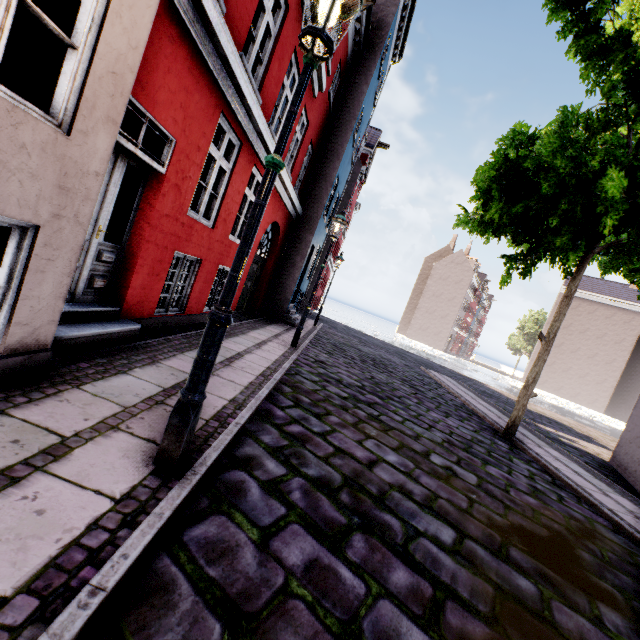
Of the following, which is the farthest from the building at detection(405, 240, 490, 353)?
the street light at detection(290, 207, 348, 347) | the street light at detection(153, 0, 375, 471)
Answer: the street light at detection(290, 207, 348, 347)

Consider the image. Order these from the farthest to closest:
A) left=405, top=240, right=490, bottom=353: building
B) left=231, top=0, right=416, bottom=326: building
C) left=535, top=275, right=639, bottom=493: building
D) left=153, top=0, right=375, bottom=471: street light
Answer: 1. left=405, top=240, right=490, bottom=353: building
2. left=231, top=0, right=416, bottom=326: building
3. left=535, top=275, right=639, bottom=493: building
4. left=153, top=0, right=375, bottom=471: street light

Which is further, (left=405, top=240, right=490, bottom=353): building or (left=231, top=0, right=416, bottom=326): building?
(left=405, top=240, right=490, bottom=353): building

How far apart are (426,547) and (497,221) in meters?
6.2 m

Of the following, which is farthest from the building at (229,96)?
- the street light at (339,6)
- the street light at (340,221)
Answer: the street light at (340,221)

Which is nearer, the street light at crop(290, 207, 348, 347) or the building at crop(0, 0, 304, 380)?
the building at crop(0, 0, 304, 380)

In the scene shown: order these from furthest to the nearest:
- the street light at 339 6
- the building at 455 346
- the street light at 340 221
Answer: the building at 455 346
the street light at 340 221
the street light at 339 6

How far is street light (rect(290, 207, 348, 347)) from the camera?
8.5 meters
